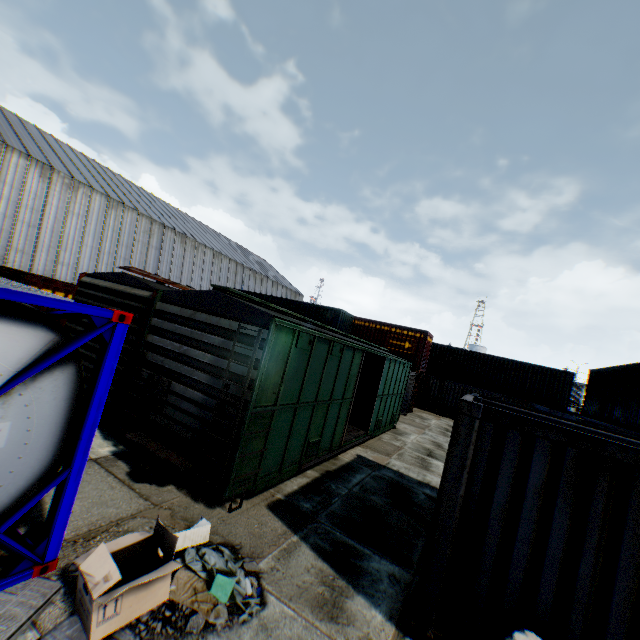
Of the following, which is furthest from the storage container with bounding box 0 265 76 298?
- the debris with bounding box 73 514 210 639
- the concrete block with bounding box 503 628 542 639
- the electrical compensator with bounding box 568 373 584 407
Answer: the electrical compensator with bounding box 568 373 584 407

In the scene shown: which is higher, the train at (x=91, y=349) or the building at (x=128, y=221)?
the building at (x=128, y=221)

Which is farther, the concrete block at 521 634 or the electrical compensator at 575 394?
the electrical compensator at 575 394

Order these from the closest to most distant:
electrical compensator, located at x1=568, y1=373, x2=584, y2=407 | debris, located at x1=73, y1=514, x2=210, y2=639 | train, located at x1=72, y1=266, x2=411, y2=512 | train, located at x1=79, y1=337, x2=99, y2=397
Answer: debris, located at x1=73, y1=514, x2=210, y2=639 < train, located at x1=72, y1=266, x2=411, y2=512 < train, located at x1=79, y1=337, x2=99, y2=397 < electrical compensator, located at x1=568, y1=373, x2=584, y2=407

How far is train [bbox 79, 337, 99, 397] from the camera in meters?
7.9

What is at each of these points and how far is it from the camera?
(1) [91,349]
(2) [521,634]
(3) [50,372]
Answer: (1) train, 8.10m
(2) concrete block, 3.31m
(3) tank container, 3.39m

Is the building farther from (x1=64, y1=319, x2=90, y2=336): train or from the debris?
the debris
